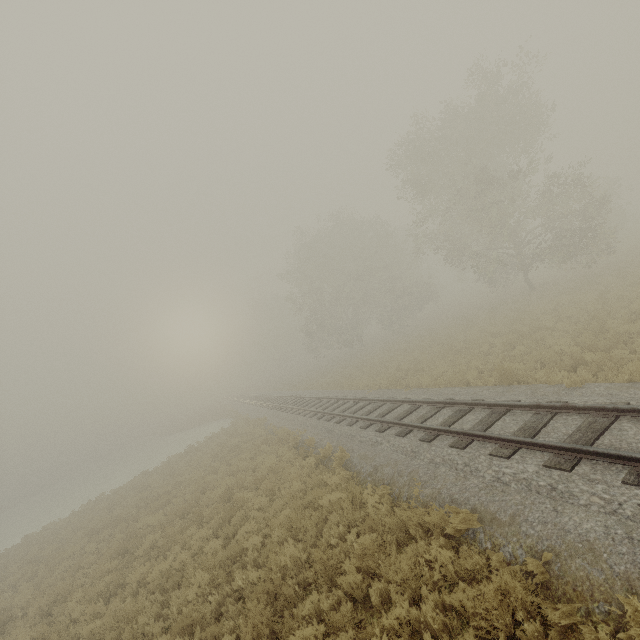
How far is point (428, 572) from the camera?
5.50m
